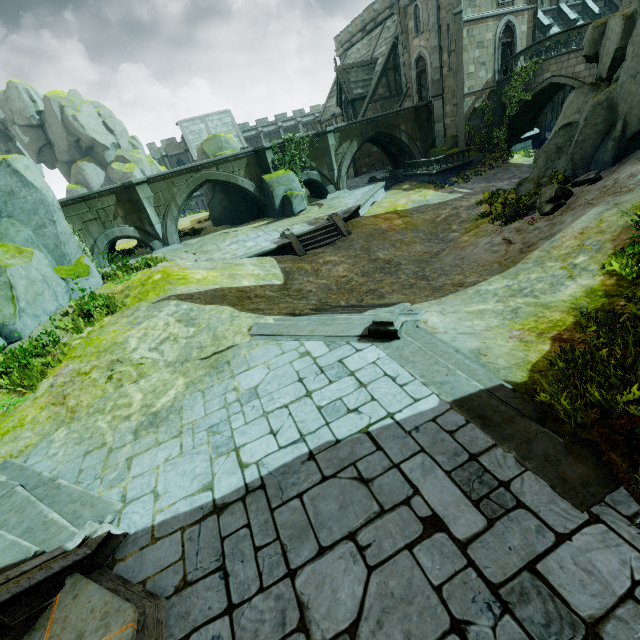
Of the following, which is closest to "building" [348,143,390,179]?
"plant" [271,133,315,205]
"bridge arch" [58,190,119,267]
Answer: "plant" [271,133,315,205]

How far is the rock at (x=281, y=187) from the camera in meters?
23.7 m

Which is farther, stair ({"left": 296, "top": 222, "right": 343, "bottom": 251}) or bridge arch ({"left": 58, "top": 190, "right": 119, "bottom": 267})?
bridge arch ({"left": 58, "top": 190, "right": 119, "bottom": 267})

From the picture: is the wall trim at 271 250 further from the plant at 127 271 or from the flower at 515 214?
the flower at 515 214

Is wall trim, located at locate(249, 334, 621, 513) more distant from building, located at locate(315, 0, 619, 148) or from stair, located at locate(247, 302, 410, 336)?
building, located at locate(315, 0, 619, 148)

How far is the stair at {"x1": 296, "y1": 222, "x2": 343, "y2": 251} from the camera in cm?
1781

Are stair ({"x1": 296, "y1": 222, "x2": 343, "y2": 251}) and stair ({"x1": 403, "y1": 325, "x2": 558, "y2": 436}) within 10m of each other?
no

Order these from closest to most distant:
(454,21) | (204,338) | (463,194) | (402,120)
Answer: (204,338) → (463,194) → (454,21) → (402,120)
